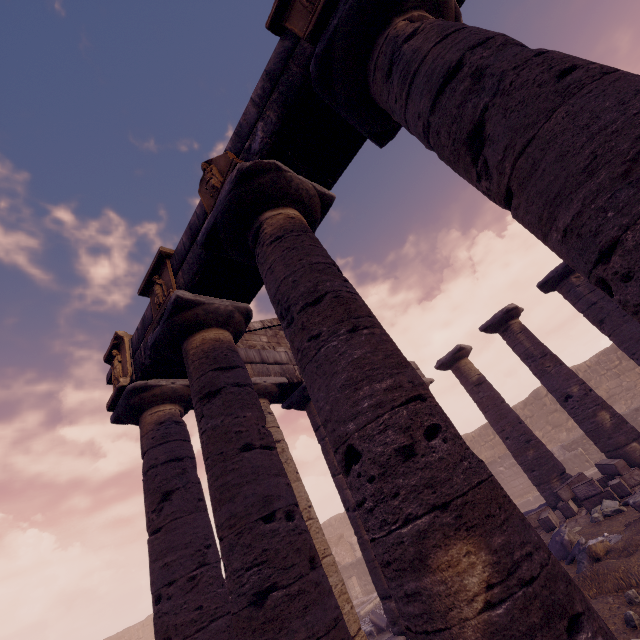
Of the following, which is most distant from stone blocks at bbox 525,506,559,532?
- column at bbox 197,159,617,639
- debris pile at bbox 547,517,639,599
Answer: column at bbox 197,159,617,639

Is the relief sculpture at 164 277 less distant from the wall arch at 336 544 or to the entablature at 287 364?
the entablature at 287 364

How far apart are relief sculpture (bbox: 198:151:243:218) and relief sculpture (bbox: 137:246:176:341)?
1.2m

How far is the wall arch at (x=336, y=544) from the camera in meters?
23.3 m

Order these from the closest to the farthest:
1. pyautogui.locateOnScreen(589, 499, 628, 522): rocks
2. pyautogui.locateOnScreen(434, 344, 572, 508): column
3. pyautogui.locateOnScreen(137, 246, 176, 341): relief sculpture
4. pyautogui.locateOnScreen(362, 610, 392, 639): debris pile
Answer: pyautogui.locateOnScreen(137, 246, 176, 341): relief sculpture < pyautogui.locateOnScreen(589, 499, 628, 522): rocks < pyautogui.locateOnScreen(434, 344, 572, 508): column < pyautogui.locateOnScreen(362, 610, 392, 639): debris pile

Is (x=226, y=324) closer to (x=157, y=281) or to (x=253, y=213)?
(x=157, y=281)

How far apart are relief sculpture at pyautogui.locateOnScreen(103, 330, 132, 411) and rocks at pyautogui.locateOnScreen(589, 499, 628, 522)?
9.74m

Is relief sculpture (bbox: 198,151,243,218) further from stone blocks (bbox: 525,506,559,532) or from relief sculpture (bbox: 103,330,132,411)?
stone blocks (bbox: 525,506,559,532)
